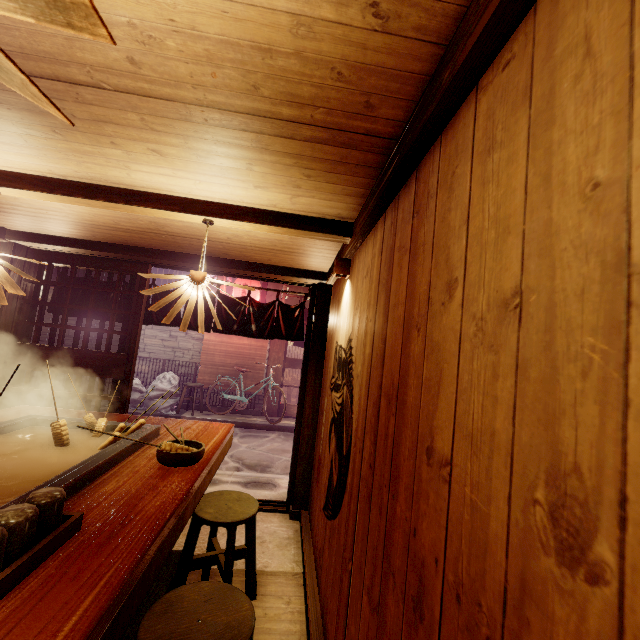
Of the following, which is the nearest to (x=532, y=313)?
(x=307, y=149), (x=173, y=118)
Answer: (x=307, y=149)

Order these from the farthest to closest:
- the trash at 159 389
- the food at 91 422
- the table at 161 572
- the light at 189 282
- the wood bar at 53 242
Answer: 1. the trash at 159 389
2. the wood bar at 53 242
3. the light at 189 282
4. the food at 91 422
5. the table at 161 572

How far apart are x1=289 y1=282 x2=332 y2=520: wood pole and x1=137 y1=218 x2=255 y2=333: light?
2.9 meters

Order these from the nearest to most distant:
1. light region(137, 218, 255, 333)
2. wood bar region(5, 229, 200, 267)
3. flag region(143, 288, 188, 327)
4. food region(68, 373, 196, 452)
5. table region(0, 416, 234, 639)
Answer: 1. table region(0, 416, 234, 639)
2. food region(68, 373, 196, 452)
3. light region(137, 218, 255, 333)
4. wood bar region(5, 229, 200, 267)
5. flag region(143, 288, 188, 327)

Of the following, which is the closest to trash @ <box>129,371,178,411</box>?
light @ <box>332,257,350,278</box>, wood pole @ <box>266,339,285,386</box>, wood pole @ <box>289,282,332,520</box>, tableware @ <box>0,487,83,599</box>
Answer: wood pole @ <box>266,339,285,386</box>

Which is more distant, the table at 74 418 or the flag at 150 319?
the flag at 150 319

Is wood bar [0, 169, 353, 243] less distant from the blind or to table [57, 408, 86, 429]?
table [57, 408, 86, 429]

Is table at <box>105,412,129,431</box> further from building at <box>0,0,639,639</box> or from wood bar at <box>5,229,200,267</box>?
wood bar at <box>5,229,200,267</box>
